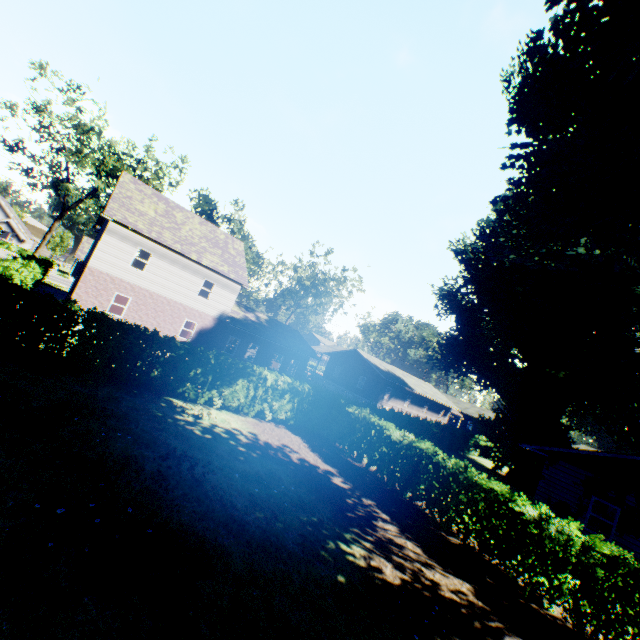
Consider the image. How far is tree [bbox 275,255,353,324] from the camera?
44.2m

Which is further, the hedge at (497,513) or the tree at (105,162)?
the tree at (105,162)

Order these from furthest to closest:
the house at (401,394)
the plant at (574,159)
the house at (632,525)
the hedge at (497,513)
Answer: the house at (401,394) < the house at (632,525) < the hedge at (497,513) < the plant at (574,159)

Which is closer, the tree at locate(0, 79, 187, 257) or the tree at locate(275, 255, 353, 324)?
the tree at locate(0, 79, 187, 257)

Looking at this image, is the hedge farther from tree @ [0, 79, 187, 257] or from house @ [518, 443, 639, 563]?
house @ [518, 443, 639, 563]

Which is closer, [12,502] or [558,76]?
[12,502]

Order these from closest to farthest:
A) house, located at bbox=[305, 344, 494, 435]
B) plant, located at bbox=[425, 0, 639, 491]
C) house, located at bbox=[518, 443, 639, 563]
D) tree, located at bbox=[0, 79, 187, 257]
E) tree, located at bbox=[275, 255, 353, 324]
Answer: plant, located at bbox=[425, 0, 639, 491], house, located at bbox=[518, 443, 639, 563], tree, located at bbox=[0, 79, 187, 257], house, located at bbox=[305, 344, 494, 435], tree, located at bbox=[275, 255, 353, 324]

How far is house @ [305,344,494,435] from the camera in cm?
4144
